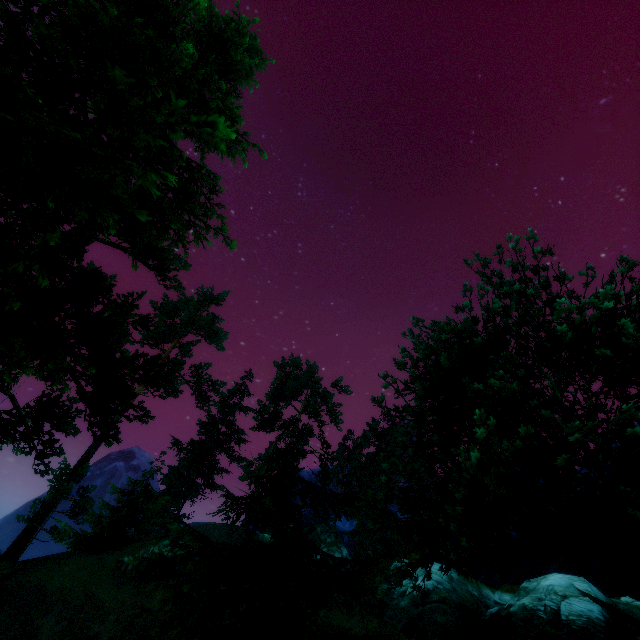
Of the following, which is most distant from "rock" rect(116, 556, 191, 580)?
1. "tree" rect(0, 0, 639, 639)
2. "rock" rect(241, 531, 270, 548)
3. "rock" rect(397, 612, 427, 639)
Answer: "rock" rect(397, 612, 427, 639)

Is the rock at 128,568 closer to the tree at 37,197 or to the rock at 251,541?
the rock at 251,541

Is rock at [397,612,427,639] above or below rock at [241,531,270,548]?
Result: below

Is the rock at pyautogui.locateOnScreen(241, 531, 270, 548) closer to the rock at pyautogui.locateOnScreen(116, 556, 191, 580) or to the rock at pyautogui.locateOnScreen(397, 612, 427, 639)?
the rock at pyautogui.locateOnScreen(116, 556, 191, 580)

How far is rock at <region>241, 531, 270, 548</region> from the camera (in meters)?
27.00

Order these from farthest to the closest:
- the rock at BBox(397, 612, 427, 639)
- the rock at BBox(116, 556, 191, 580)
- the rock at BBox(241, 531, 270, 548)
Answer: the rock at BBox(241, 531, 270, 548), the rock at BBox(116, 556, 191, 580), the rock at BBox(397, 612, 427, 639)

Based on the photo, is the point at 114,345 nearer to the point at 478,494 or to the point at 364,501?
the point at 364,501

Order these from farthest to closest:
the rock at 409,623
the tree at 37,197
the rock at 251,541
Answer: the rock at 251,541
the rock at 409,623
the tree at 37,197
